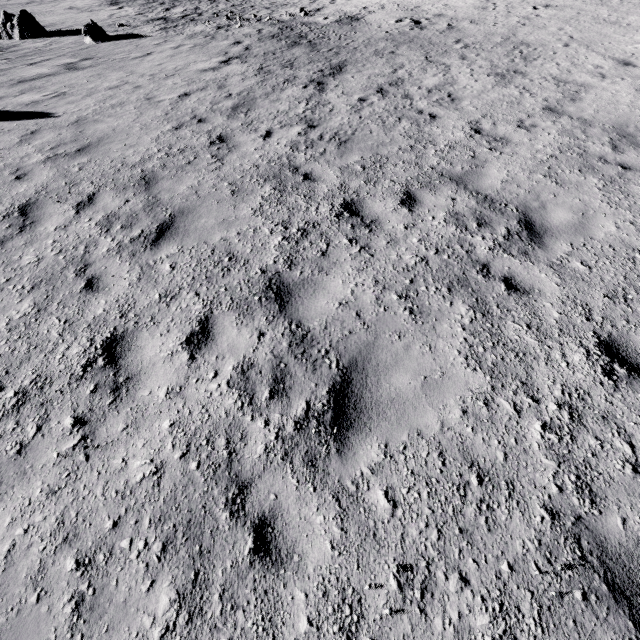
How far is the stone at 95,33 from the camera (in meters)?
15.99

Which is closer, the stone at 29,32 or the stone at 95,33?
the stone at 95,33

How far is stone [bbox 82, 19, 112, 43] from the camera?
15.99m

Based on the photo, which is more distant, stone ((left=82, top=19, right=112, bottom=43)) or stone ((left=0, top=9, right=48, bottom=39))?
stone ((left=0, top=9, right=48, bottom=39))

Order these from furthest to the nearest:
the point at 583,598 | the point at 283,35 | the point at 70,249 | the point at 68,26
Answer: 1. the point at 68,26
2. the point at 283,35
3. the point at 70,249
4. the point at 583,598
